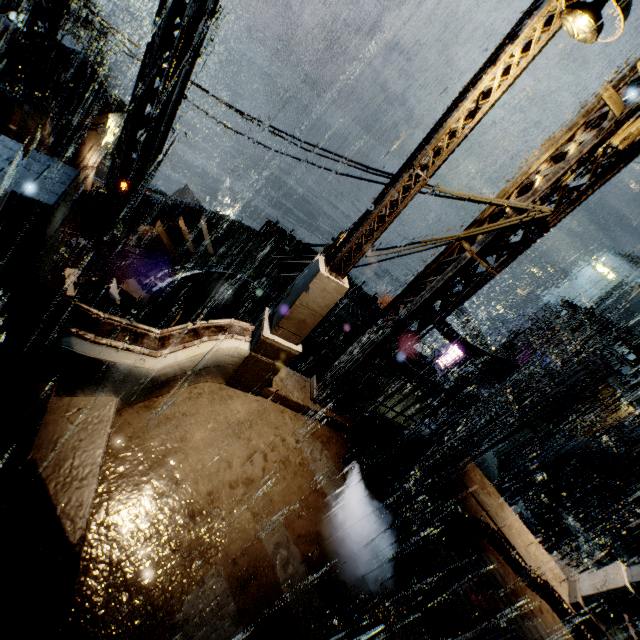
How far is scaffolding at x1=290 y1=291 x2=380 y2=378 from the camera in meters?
10.0

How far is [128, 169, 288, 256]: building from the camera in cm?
1706

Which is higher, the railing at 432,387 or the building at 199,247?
the railing at 432,387

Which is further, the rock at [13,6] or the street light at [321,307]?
the rock at [13,6]

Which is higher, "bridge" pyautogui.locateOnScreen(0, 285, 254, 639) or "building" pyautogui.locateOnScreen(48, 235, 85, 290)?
"bridge" pyautogui.locateOnScreen(0, 285, 254, 639)

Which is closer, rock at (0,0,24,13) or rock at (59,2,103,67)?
rock at (0,0,24,13)

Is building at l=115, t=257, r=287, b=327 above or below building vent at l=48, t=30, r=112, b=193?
below

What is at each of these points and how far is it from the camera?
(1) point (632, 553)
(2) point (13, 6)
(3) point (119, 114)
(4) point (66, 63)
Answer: (1) stairs, 20.3m
(2) rock, 47.7m
(3) building, 32.1m
(4) building vent, 11.6m
